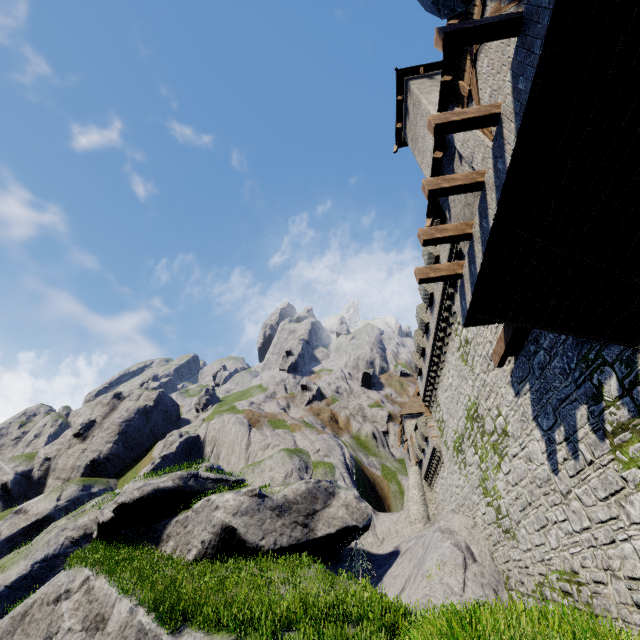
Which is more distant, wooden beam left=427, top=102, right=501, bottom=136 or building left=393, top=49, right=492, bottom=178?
building left=393, top=49, right=492, bottom=178

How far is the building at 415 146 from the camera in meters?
9.9 m

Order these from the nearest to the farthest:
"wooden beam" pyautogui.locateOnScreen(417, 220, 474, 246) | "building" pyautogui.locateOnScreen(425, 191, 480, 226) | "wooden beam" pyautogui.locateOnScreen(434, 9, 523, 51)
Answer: "wooden beam" pyautogui.locateOnScreen(434, 9, 523, 51) < "wooden beam" pyautogui.locateOnScreen(417, 220, 474, 246) < "building" pyautogui.locateOnScreen(425, 191, 480, 226)

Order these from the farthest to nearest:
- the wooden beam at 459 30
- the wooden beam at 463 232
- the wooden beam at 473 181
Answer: the wooden beam at 463 232, the wooden beam at 473 181, the wooden beam at 459 30

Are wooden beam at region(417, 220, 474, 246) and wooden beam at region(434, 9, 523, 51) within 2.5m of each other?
no

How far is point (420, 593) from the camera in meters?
16.2 m

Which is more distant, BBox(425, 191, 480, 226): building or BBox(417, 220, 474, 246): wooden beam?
BBox(425, 191, 480, 226): building

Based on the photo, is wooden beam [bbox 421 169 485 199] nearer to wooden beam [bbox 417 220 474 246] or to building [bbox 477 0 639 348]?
wooden beam [bbox 417 220 474 246]
